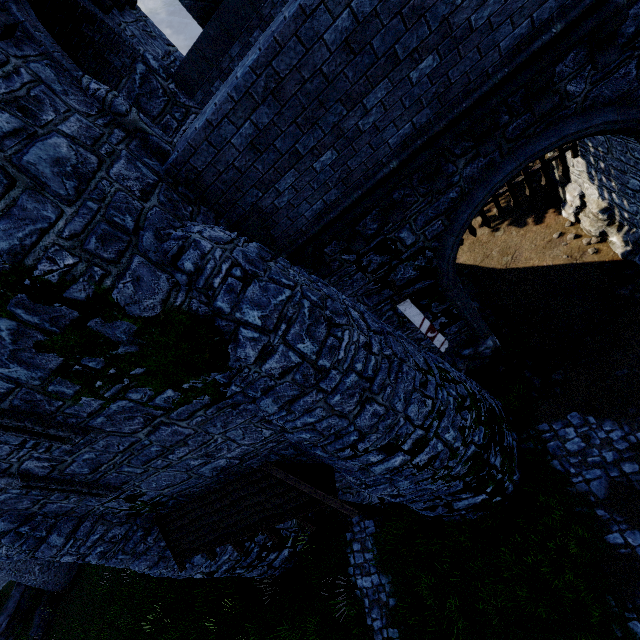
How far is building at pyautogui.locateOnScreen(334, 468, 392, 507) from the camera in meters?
9.0

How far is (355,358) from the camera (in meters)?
5.37

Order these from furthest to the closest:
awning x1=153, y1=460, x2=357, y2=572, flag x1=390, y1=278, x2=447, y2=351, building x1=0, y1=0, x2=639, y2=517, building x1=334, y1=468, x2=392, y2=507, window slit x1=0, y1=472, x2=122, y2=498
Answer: building x1=334, y1=468, x2=392, y2=507
flag x1=390, y1=278, x2=447, y2=351
awning x1=153, y1=460, x2=357, y2=572
window slit x1=0, y1=472, x2=122, y2=498
building x1=0, y1=0, x2=639, y2=517

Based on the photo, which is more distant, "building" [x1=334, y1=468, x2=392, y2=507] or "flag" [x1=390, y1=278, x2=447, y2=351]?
"building" [x1=334, y1=468, x2=392, y2=507]

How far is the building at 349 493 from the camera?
8.99m

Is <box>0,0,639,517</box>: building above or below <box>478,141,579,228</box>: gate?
above

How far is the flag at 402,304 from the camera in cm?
752

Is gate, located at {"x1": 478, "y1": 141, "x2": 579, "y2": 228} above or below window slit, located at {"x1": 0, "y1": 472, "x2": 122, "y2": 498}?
below
